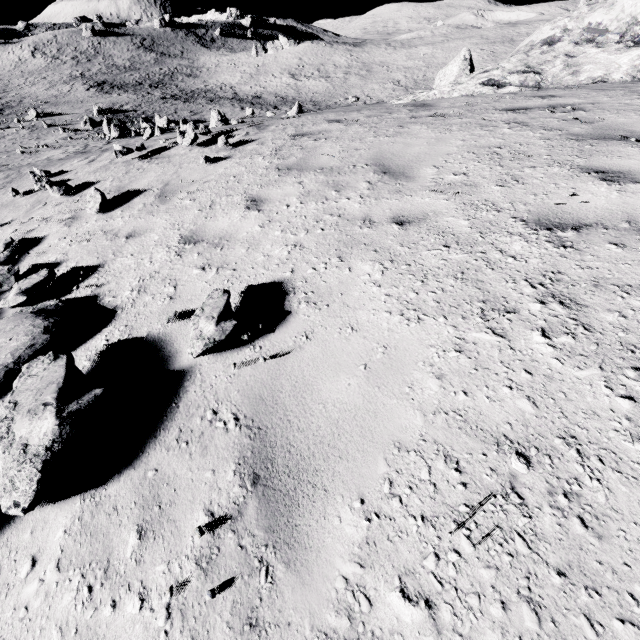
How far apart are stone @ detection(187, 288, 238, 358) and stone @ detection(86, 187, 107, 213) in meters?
4.7 m

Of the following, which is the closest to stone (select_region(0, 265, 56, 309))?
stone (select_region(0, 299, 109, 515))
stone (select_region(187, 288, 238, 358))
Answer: stone (select_region(0, 299, 109, 515))

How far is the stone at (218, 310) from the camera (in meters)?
2.56

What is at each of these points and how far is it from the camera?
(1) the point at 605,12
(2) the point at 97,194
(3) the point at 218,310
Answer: (1) stone, 7.4 meters
(2) stone, 6.0 meters
(3) stone, 2.7 meters

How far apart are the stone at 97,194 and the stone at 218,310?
4.7m

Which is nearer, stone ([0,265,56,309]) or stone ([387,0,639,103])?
stone ([0,265,56,309])

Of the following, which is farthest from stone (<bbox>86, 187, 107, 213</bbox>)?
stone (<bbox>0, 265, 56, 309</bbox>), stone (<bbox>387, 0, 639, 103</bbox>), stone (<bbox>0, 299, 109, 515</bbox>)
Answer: stone (<bbox>387, 0, 639, 103</bbox>)

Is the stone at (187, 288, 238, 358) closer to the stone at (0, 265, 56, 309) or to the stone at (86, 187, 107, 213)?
the stone at (0, 265, 56, 309)
